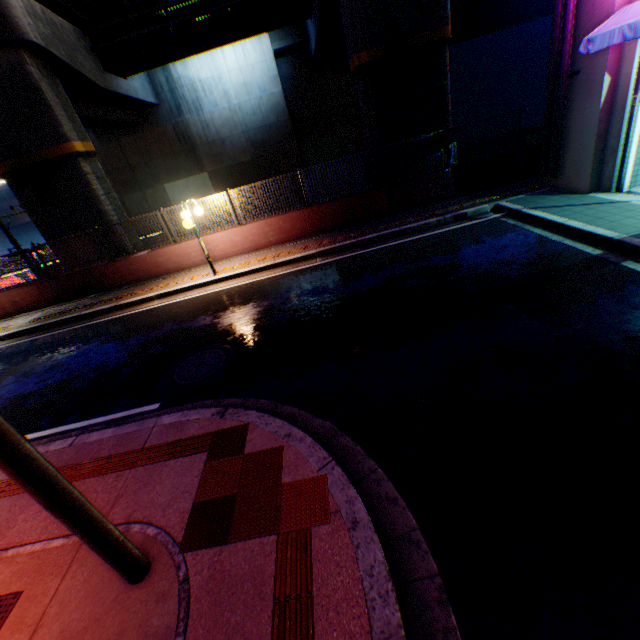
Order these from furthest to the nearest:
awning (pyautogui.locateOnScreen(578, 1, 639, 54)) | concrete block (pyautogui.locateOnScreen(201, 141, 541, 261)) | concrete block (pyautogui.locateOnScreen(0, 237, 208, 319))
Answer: concrete block (pyautogui.locateOnScreen(0, 237, 208, 319)), concrete block (pyautogui.locateOnScreen(201, 141, 541, 261)), awning (pyautogui.locateOnScreen(578, 1, 639, 54))

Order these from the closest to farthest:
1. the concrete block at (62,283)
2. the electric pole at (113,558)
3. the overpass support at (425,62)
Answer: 1. the electric pole at (113,558)
2. the overpass support at (425,62)
3. the concrete block at (62,283)

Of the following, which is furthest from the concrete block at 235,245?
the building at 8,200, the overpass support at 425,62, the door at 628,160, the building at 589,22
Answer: the building at 8,200

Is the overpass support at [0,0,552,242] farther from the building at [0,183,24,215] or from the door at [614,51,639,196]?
the building at [0,183,24,215]

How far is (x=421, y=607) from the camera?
2.44m

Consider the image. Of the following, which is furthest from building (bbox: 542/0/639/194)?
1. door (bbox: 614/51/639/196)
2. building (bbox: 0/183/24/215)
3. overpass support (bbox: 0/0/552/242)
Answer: building (bbox: 0/183/24/215)

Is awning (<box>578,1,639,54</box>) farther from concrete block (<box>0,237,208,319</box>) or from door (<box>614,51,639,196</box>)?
concrete block (<box>0,237,208,319</box>)

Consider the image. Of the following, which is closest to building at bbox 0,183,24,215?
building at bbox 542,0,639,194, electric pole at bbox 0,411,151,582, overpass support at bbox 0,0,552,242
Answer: overpass support at bbox 0,0,552,242
